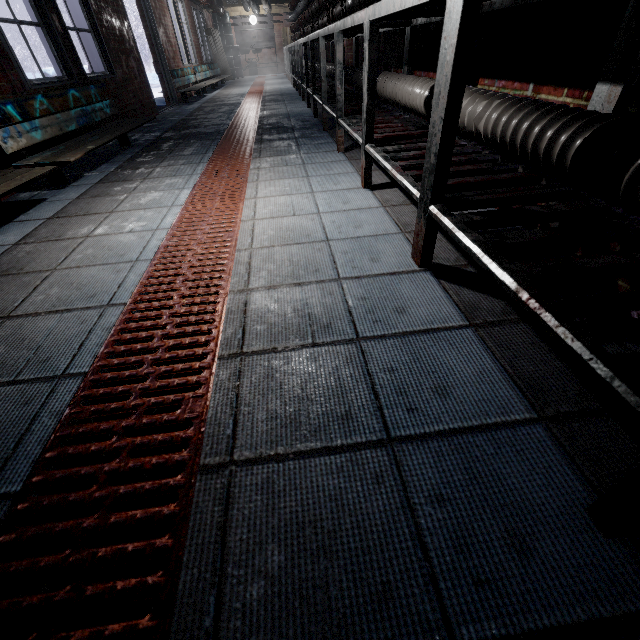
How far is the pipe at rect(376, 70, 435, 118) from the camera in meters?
1.9 m

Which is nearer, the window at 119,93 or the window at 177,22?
the window at 119,93

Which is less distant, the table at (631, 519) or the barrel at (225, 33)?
the table at (631, 519)

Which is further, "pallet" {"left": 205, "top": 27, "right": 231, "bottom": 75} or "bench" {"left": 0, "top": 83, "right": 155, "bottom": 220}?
"pallet" {"left": 205, "top": 27, "right": 231, "bottom": 75}

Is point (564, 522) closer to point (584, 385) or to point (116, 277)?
point (584, 385)

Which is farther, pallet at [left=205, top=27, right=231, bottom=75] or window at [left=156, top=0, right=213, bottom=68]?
pallet at [left=205, top=27, right=231, bottom=75]

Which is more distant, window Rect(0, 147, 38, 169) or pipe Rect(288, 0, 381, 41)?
pipe Rect(288, 0, 381, 41)

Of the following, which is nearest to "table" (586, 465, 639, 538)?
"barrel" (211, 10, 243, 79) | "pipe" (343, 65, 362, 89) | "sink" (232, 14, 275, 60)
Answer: "pipe" (343, 65, 362, 89)
